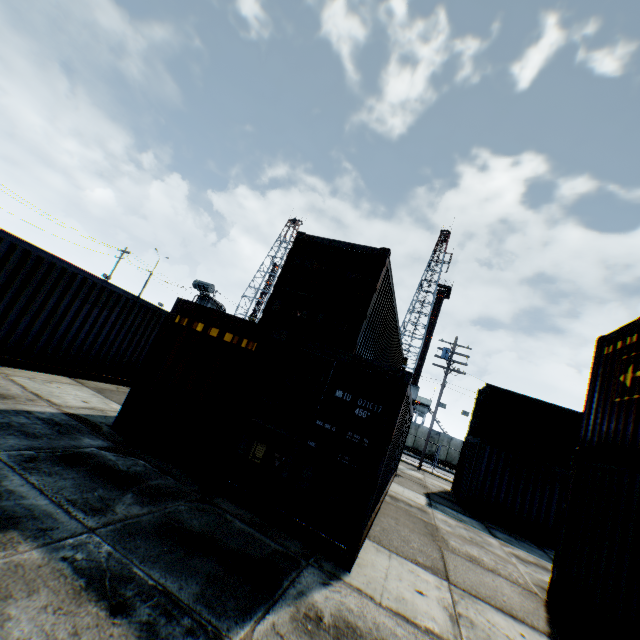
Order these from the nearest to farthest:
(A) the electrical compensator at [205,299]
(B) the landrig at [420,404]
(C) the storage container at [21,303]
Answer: (C) the storage container at [21,303], (A) the electrical compensator at [205,299], (B) the landrig at [420,404]

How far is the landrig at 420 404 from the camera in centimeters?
4306cm

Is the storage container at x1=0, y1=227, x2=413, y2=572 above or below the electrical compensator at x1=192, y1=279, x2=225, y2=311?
below

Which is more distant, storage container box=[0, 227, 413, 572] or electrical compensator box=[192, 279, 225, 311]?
electrical compensator box=[192, 279, 225, 311]

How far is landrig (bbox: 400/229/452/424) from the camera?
43.1m

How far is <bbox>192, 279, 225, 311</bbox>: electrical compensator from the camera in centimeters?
2623cm

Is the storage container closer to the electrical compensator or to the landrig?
the electrical compensator

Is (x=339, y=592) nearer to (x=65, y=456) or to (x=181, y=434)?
(x=181, y=434)
